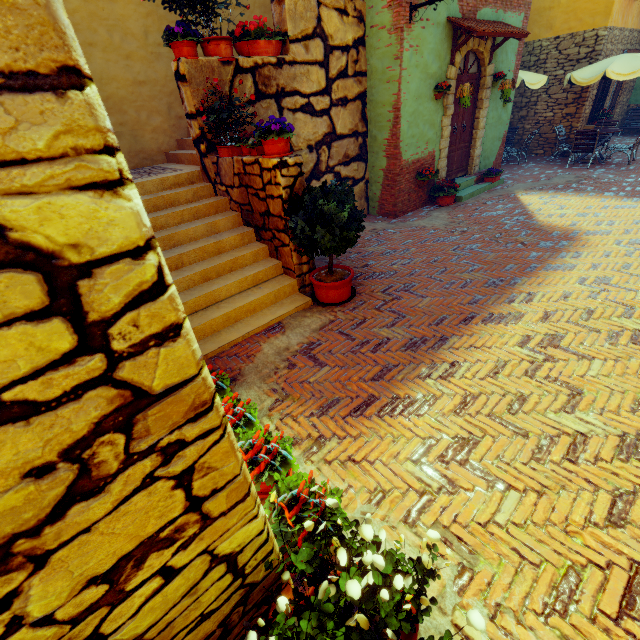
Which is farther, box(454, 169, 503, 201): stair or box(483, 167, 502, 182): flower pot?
box(483, 167, 502, 182): flower pot

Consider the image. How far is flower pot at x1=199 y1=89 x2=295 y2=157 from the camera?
4.0m

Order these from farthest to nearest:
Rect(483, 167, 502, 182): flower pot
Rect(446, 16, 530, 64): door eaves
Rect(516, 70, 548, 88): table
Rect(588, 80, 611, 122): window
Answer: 1. Rect(588, 80, 611, 122): window
2. Rect(516, 70, 548, 88): table
3. Rect(483, 167, 502, 182): flower pot
4. Rect(446, 16, 530, 64): door eaves

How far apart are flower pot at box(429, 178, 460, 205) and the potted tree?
4.57m

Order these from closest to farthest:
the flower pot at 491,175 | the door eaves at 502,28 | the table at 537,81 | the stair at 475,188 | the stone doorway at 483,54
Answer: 1. the door eaves at 502,28
2. the stone doorway at 483,54
3. the stair at 475,188
4. the flower pot at 491,175
5. the table at 537,81

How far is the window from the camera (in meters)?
11.39

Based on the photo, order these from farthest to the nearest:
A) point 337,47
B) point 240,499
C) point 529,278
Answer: point 337,47
point 529,278
point 240,499

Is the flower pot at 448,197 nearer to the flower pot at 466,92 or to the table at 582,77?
the flower pot at 466,92
